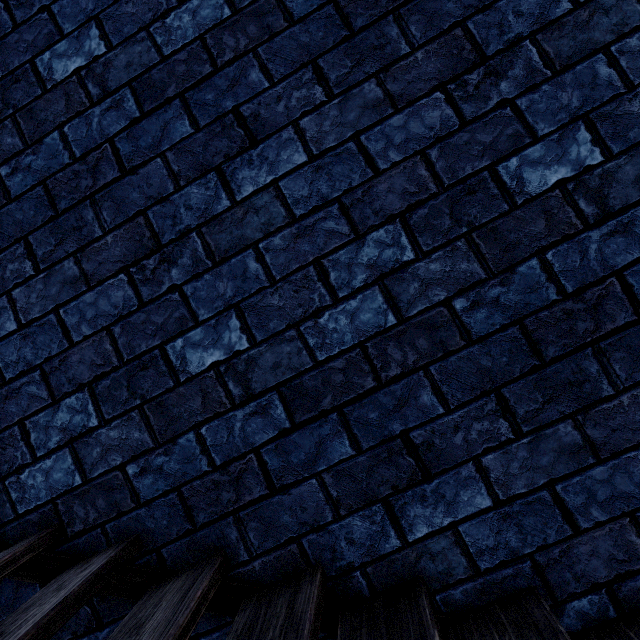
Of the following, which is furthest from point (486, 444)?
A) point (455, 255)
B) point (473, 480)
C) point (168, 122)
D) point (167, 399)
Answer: point (168, 122)
